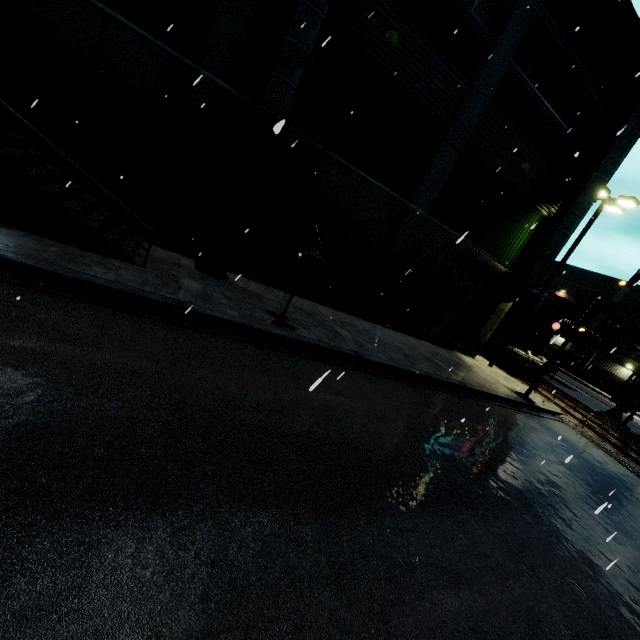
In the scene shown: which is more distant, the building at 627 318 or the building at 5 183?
the building at 627 318

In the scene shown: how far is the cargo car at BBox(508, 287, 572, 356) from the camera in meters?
18.0

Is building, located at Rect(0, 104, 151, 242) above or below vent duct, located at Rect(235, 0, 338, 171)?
below

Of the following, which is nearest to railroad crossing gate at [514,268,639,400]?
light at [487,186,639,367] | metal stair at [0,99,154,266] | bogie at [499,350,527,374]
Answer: light at [487,186,639,367]

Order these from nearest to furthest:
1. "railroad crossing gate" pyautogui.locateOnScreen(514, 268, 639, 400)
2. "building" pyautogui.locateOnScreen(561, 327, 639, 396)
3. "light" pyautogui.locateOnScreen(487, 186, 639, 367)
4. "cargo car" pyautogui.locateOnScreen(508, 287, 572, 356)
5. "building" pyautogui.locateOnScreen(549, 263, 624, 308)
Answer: "railroad crossing gate" pyautogui.locateOnScreen(514, 268, 639, 400), "light" pyautogui.locateOnScreen(487, 186, 639, 367), "cargo car" pyautogui.locateOnScreen(508, 287, 572, 356), "building" pyautogui.locateOnScreen(561, 327, 639, 396), "building" pyautogui.locateOnScreen(549, 263, 624, 308)

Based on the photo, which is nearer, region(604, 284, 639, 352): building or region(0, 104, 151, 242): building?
region(0, 104, 151, 242): building

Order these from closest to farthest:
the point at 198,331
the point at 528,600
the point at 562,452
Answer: the point at 528,600 → the point at 198,331 → the point at 562,452

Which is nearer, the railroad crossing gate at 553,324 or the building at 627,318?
the railroad crossing gate at 553,324
